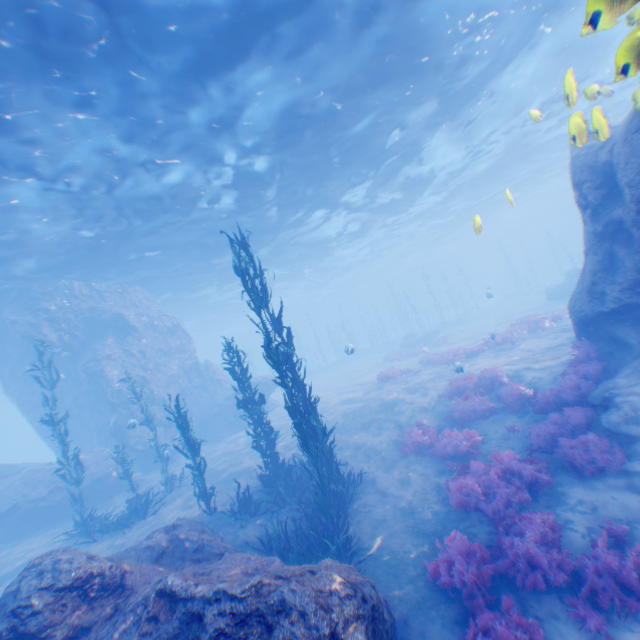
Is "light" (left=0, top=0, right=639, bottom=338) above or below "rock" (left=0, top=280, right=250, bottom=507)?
above

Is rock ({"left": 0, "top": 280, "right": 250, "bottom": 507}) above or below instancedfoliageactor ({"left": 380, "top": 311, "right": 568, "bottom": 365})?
above

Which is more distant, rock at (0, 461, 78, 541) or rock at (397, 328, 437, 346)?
rock at (397, 328, 437, 346)

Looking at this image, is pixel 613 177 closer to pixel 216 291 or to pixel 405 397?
pixel 405 397

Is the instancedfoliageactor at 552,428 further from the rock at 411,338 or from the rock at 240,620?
the rock at 411,338

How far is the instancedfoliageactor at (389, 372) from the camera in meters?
19.6

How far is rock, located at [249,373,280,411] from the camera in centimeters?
2445cm

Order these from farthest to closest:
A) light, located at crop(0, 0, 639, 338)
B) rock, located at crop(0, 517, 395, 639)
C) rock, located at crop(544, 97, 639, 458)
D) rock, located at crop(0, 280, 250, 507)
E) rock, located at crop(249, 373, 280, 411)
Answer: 1. rock, located at crop(249, 373, 280, 411)
2. rock, located at crop(0, 280, 250, 507)
3. light, located at crop(0, 0, 639, 338)
4. rock, located at crop(544, 97, 639, 458)
5. rock, located at crop(0, 517, 395, 639)
